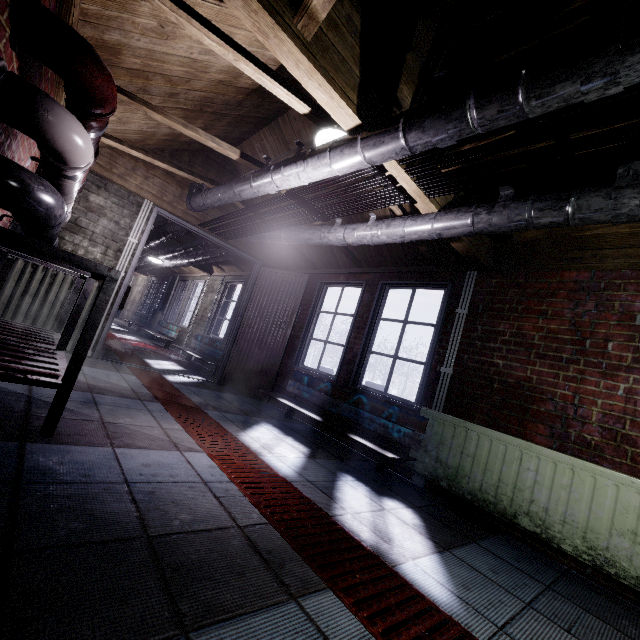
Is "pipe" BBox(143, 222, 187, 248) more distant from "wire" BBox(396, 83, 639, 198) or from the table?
"wire" BBox(396, 83, 639, 198)

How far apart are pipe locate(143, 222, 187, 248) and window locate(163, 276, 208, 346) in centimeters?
157cm

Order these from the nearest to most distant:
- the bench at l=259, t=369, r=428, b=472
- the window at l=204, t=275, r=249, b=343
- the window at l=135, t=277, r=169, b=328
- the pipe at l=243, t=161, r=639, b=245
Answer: the pipe at l=243, t=161, r=639, b=245, the bench at l=259, t=369, r=428, b=472, the window at l=204, t=275, r=249, b=343, the window at l=135, t=277, r=169, b=328

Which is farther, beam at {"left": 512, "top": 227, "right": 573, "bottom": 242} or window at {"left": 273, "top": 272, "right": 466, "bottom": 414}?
window at {"left": 273, "top": 272, "right": 466, "bottom": 414}

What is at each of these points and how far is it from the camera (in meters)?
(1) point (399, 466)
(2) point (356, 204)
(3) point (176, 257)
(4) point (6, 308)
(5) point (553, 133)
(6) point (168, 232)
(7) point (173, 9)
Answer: (1) window, 2.94
(2) wire, 2.52
(3) pipe, 6.10
(4) radiator, 3.14
(5) wire, 1.42
(6) pipe, 4.68
(7) beam, 1.54

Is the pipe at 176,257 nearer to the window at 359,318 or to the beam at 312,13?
the window at 359,318

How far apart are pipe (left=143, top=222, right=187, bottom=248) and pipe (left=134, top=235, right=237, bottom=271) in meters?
0.2

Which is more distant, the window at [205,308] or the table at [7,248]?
the window at [205,308]
